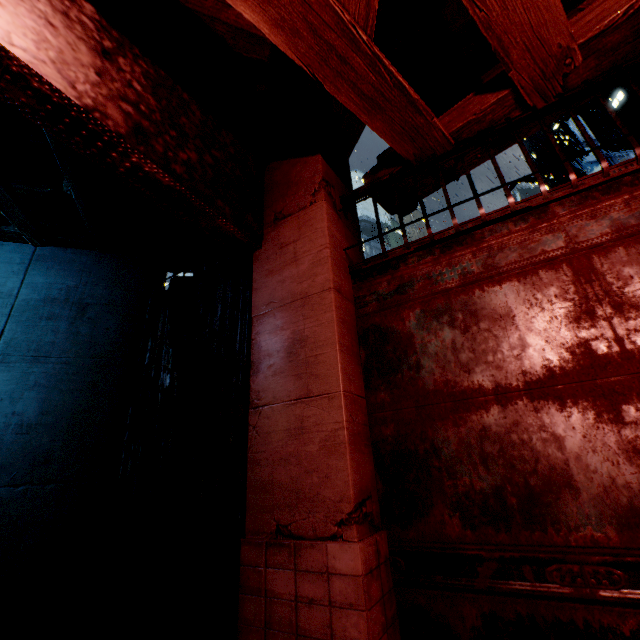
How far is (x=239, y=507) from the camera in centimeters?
349cm
